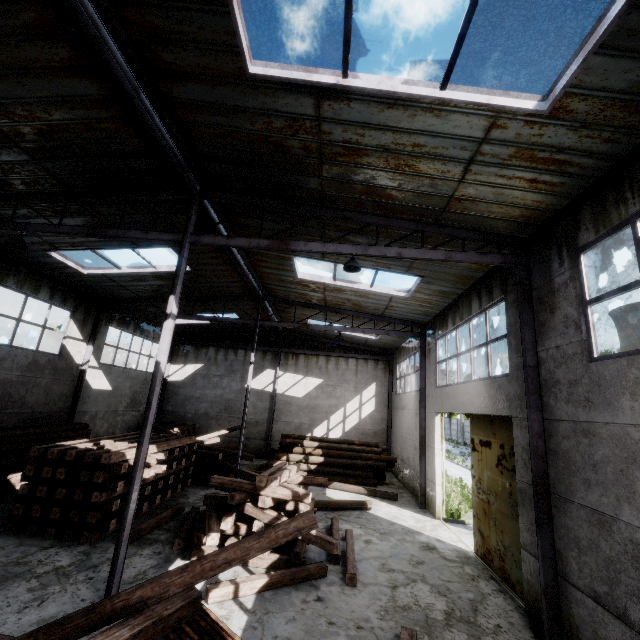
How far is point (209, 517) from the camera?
Result: 7.7 meters

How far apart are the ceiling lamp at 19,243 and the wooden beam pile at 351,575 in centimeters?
1072cm

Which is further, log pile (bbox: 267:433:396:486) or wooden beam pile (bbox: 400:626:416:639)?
log pile (bbox: 267:433:396:486)

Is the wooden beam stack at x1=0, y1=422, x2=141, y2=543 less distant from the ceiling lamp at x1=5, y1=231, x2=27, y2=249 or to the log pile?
the log pile

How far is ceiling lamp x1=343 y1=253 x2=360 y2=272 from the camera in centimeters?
725cm

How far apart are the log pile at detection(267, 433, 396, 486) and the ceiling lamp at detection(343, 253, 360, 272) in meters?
12.4

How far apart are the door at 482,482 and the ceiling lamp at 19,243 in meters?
12.6

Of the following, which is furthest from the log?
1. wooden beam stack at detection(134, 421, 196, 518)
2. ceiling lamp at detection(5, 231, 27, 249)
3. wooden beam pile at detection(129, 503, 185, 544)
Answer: ceiling lamp at detection(5, 231, 27, 249)
